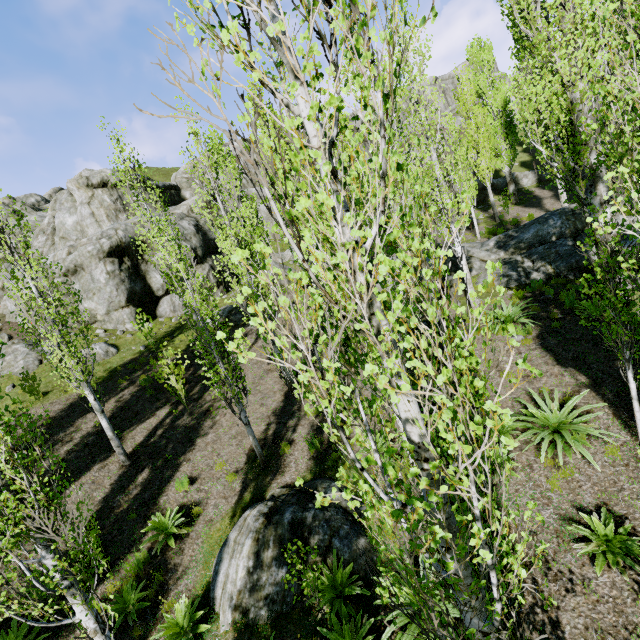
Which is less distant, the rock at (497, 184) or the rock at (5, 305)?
the rock at (5, 305)

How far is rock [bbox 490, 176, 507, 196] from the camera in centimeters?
2994cm

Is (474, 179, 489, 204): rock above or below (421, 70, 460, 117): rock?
below

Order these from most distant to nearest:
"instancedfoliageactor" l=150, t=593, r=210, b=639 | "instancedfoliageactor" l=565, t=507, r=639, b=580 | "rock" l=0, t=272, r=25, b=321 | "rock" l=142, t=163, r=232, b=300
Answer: "rock" l=142, t=163, r=232, b=300 → "rock" l=0, t=272, r=25, b=321 → "instancedfoliageactor" l=150, t=593, r=210, b=639 → "instancedfoliageactor" l=565, t=507, r=639, b=580

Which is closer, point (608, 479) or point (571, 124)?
point (608, 479)

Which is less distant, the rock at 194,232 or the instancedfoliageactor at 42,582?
the instancedfoliageactor at 42,582

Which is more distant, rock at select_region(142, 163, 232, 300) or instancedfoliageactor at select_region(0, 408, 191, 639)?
rock at select_region(142, 163, 232, 300)

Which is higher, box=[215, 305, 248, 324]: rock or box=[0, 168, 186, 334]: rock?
box=[0, 168, 186, 334]: rock
